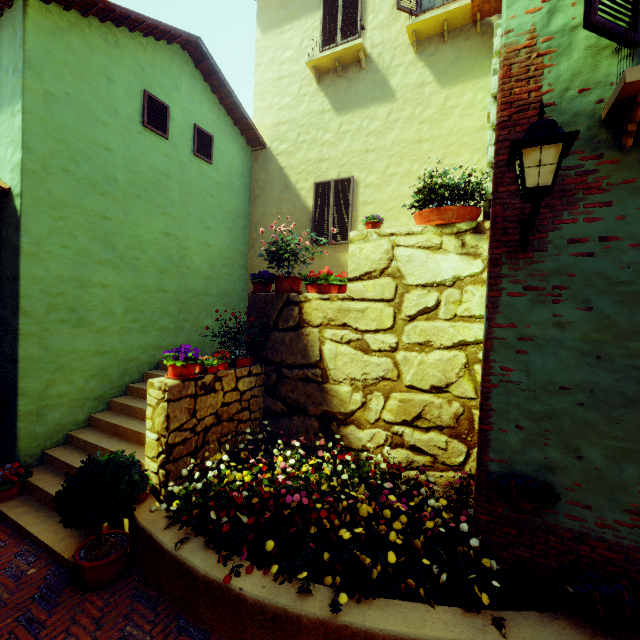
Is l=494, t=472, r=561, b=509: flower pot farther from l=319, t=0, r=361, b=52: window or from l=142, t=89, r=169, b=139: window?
l=319, t=0, r=361, b=52: window

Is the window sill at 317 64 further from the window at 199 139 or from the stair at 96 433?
the stair at 96 433

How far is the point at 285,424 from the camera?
5.6 meters

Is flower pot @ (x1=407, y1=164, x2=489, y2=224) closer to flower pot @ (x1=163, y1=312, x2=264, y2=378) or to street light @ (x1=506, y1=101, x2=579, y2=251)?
street light @ (x1=506, y1=101, x2=579, y2=251)

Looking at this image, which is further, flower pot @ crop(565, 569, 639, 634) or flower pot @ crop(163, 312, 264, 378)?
flower pot @ crop(163, 312, 264, 378)

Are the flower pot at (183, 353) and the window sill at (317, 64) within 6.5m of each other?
no

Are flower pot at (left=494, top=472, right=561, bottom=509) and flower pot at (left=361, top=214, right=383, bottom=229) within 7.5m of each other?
yes

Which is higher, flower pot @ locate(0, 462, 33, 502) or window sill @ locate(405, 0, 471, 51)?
window sill @ locate(405, 0, 471, 51)
